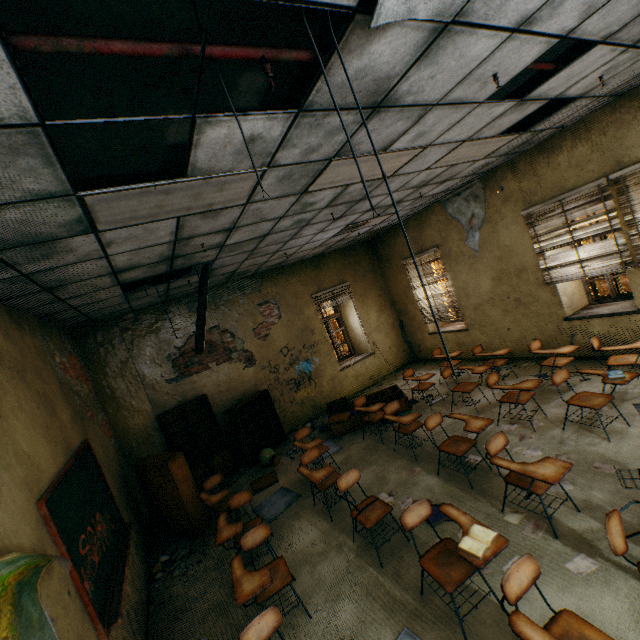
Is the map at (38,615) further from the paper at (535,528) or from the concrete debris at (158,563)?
the paper at (535,528)

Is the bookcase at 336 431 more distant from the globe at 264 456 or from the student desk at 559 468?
the student desk at 559 468

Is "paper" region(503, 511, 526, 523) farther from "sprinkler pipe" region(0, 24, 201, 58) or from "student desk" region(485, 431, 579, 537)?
"sprinkler pipe" region(0, 24, 201, 58)

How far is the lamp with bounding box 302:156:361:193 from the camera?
3.1 meters

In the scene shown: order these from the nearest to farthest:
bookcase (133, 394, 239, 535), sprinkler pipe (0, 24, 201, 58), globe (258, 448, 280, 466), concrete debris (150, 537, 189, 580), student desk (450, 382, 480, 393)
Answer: sprinkler pipe (0, 24, 201, 58) < concrete debris (150, 537, 189, 580) < bookcase (133, 394, 239, 535) < student desk (450, 382, 480, 393) < globe (258, 448, 280, 466)

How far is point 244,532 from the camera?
4.08m

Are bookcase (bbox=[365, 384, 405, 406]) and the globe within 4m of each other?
yes

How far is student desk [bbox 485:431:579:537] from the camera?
2.80m
